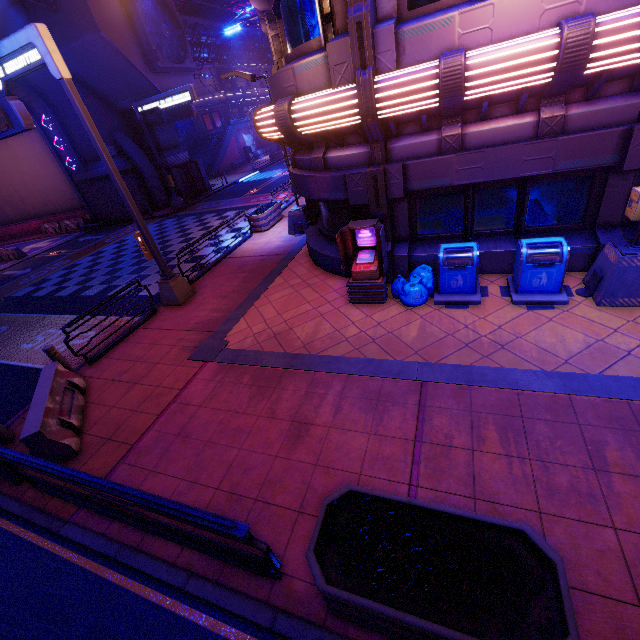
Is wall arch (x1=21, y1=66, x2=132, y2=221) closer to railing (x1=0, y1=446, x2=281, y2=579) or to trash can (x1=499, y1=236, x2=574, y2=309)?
railing (x1=0, y1=446, x2=281, y2=579)

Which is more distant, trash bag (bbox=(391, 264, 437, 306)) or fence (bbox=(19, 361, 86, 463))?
trash bag (bbox=(391, 264, 437, 306))

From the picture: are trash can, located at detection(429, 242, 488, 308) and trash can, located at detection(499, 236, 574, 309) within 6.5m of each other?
yes

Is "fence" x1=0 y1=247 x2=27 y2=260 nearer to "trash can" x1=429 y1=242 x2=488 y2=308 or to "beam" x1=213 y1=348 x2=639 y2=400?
"beam" x1=213 y1=348 x2=639 y2=400

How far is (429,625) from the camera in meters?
2.6

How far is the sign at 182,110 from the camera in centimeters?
2084cm

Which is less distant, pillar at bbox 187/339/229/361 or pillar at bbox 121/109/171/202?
pillar at bbox 187/339/229/361

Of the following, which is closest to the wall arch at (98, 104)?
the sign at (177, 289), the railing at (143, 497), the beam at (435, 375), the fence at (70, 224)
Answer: the fence at (70, 224)
